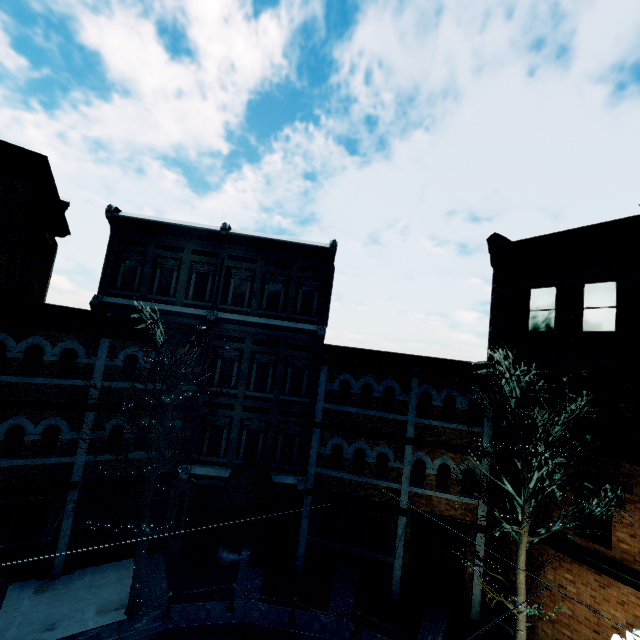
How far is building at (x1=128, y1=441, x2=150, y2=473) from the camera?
12.95m

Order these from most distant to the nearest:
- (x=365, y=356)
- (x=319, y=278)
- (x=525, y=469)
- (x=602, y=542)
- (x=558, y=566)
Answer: (x=319, y=278) → (x=365, y=356) → (x=558, y=566) → (x=602, y=542) → (x=525, y=469)

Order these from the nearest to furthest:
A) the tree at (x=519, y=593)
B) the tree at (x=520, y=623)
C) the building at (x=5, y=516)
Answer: the tree at (x=520, y=623) < the tree at (x=519, y=593) < the building at (x=5, y=516)

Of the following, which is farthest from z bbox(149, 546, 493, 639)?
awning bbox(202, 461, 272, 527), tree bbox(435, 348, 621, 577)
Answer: awning bbox(202, 461, 272, 527)

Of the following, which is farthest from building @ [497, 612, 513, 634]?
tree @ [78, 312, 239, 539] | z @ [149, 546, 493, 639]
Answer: tree @ [78, 312, 239, 539]

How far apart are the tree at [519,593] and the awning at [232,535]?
7.0 meters

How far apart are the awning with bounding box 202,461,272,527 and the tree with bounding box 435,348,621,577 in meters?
7.0

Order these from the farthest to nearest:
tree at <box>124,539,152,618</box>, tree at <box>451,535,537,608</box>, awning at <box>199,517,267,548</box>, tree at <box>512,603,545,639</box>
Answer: tree at <box>124,539,152,618</box> → awning at <box>199,517,267,548</box> → tree at <box>451,535,537,608</box> → tree at <box>512,603,545,639</box>
